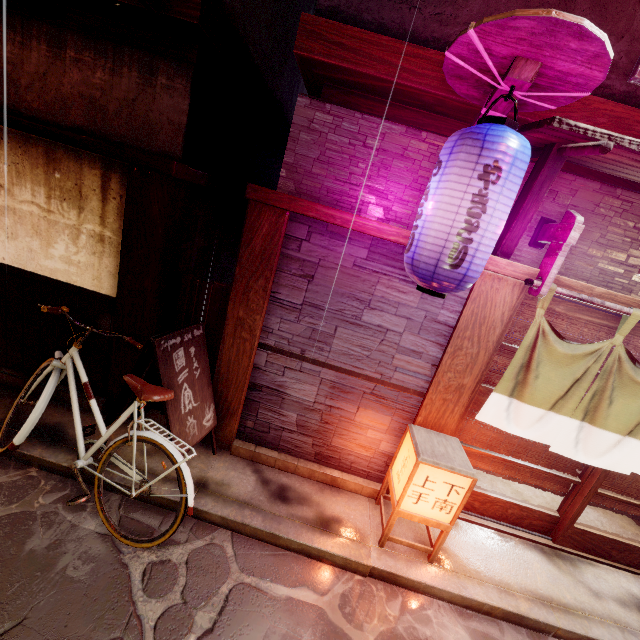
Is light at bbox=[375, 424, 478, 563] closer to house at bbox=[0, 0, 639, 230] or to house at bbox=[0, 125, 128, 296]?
house at bbox=[0, 0, 639, 230]

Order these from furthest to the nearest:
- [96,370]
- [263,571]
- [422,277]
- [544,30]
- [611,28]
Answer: [96,370] < [263,571] < [611,28] < [422,277] < [544,30]

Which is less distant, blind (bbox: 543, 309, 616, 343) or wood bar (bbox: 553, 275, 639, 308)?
wood bar (bbox: 553, 275, 639, 308)

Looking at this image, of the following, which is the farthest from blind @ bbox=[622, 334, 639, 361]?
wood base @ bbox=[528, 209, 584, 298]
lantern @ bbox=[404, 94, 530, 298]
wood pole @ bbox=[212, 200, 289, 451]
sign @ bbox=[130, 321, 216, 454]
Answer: sign @ bbox=[130, 321, 216, 454]

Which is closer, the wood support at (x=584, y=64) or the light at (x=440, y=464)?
the wood support at (x=584, y=64)

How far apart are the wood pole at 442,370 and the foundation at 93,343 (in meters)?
6.37

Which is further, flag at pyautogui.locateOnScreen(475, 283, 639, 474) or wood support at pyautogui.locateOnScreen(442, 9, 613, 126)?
flag at pyautogui.locateOnScreen(475, 283, 639, 474)

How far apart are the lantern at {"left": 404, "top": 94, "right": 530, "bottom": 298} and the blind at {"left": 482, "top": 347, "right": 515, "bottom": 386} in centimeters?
238cm
